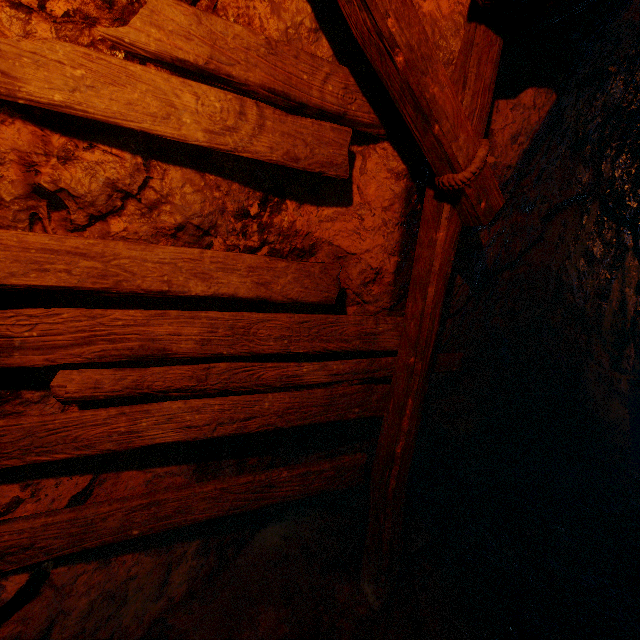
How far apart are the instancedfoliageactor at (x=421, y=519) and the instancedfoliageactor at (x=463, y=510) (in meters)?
0.23

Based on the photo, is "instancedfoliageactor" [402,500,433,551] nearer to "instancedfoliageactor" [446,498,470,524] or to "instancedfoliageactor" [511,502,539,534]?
"instancedfoliageactor" [446,498,470,524]

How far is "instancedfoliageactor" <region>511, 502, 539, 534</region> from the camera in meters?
3.1

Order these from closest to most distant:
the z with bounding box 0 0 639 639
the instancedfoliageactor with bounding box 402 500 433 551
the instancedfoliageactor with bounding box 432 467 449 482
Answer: the z with bounding box 0 0 639 639 < the instancedfoliageactor with bounding box 402 500 433 551 < the instancedfoliageactor with bounding box 432 467 449 482

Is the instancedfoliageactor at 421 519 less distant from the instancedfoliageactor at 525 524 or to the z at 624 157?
the z at 624 157

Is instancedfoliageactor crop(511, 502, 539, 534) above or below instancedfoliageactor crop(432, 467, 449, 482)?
below

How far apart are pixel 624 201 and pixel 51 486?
5.2m

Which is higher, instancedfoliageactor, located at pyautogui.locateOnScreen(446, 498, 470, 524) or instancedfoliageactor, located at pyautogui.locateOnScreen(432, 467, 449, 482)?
instancedfoliageactor, located at pyautogui.locateOnScreen(432, 467, 449, 482)
